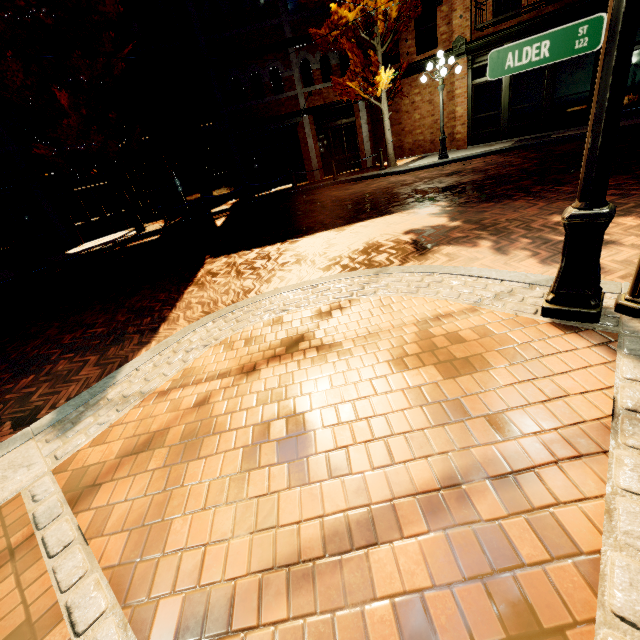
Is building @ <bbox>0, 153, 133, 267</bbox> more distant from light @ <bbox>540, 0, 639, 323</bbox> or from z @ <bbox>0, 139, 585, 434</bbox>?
light @ <bbox>540, 0, 639, 323</bbox>

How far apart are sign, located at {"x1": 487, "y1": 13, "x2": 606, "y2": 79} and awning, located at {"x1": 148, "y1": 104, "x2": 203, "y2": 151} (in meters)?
13.51

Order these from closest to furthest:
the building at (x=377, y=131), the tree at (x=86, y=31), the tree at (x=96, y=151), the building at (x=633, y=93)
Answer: the tree at (x=86, y=31) → the tree at (x=96, y=151) → the building at (x=633, y=93) → the building at (x=377, y=131)

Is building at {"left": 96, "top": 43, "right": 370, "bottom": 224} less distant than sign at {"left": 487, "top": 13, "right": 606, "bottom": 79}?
No

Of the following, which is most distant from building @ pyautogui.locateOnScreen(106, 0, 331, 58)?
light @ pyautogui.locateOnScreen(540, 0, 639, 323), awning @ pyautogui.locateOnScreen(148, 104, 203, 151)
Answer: light @ pyautogui.locateOnScreen(540, 0, 639, 323)

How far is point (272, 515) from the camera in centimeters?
177cm

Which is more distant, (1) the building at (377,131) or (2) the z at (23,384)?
(1) the building at (377,131)

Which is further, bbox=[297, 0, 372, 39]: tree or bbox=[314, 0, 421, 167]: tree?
bbox=[314, 0, 421, 167]: tree
